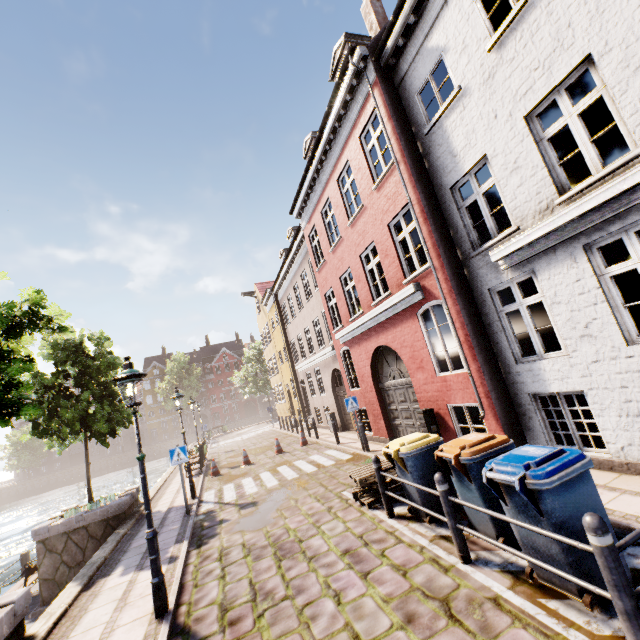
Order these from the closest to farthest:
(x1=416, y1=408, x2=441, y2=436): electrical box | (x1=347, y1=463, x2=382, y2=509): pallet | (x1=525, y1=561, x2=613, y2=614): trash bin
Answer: (x1=525, y1=561, x2=613, y2=614): trash bin
(x1=347, y1=463, x2=382, y2=509): pallet
(x1=416, y1=408, x2=441, y2=436): electrical box

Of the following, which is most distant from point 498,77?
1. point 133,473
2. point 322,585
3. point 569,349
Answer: point 133,473

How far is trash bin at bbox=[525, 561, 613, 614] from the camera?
3.1 meters

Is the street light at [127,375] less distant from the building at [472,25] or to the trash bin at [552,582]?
the trash bin at [552,582]

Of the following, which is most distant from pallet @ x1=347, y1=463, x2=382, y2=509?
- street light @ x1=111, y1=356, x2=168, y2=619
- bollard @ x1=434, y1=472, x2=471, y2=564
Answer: street light @ x1=111, y1=356, x2=168, y2=619

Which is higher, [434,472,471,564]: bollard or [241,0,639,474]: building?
[241,0,639,474]: building

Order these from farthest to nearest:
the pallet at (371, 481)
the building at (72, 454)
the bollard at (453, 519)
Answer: the building at (72, 454) → the pallet at (371, 481) → the bollard at (453, 519)

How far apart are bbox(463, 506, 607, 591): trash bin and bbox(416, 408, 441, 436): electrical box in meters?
4.5
